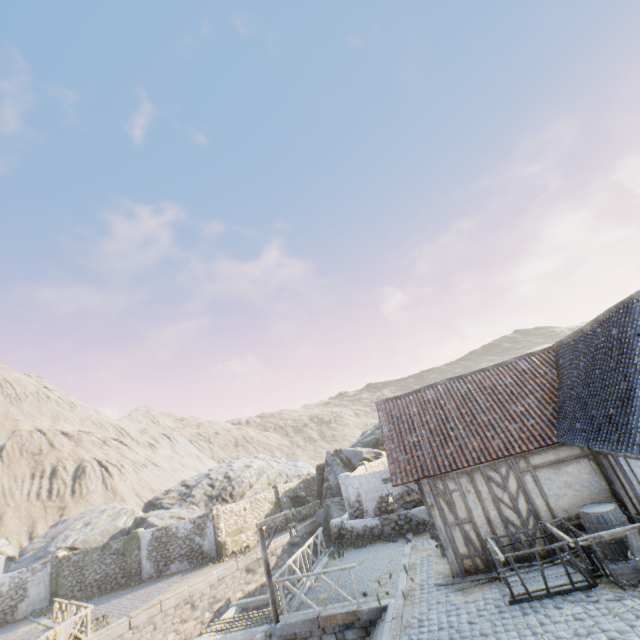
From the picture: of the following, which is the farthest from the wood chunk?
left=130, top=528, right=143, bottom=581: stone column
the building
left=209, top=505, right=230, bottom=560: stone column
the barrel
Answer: left=130, top=528, right=143, bottom=581: stone column

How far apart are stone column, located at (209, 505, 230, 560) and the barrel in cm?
2105

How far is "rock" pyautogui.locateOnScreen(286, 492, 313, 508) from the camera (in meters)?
28.19

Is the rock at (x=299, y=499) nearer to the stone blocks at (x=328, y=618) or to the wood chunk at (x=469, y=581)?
the stone blocks at (x=328, y=618)

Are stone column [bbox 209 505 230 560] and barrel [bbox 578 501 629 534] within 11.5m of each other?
no

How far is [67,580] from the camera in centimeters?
2292cm

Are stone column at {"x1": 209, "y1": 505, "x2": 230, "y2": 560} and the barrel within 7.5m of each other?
no

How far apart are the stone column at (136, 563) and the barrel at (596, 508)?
26.70m
